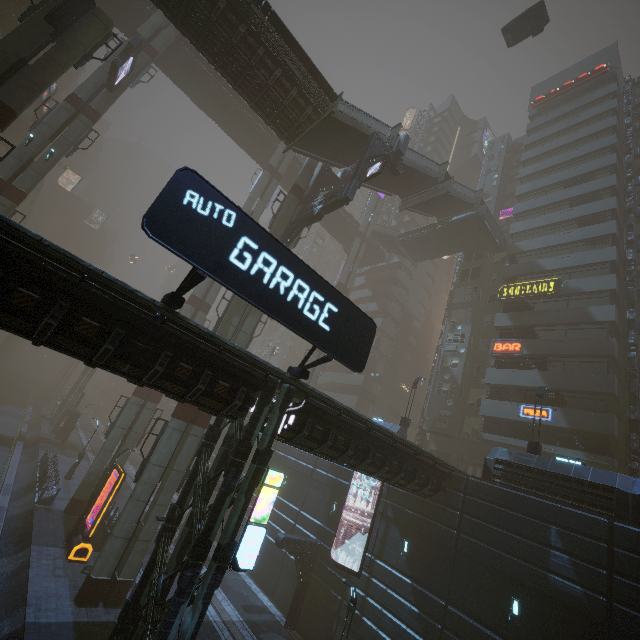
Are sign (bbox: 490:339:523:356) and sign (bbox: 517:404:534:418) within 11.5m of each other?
yes

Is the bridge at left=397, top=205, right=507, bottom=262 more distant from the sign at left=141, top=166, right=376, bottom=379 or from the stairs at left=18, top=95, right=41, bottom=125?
the stairs at left=18, top=95, right=41, bottom=125

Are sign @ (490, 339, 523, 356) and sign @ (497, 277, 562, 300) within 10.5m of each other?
yes

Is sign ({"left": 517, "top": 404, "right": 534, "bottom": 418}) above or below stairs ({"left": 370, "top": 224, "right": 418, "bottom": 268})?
below

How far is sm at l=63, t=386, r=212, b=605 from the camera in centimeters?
1602cm

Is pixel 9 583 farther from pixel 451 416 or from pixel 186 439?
pixel 451 416

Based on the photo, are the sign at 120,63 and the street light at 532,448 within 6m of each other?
no

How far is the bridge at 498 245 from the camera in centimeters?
3491cm
